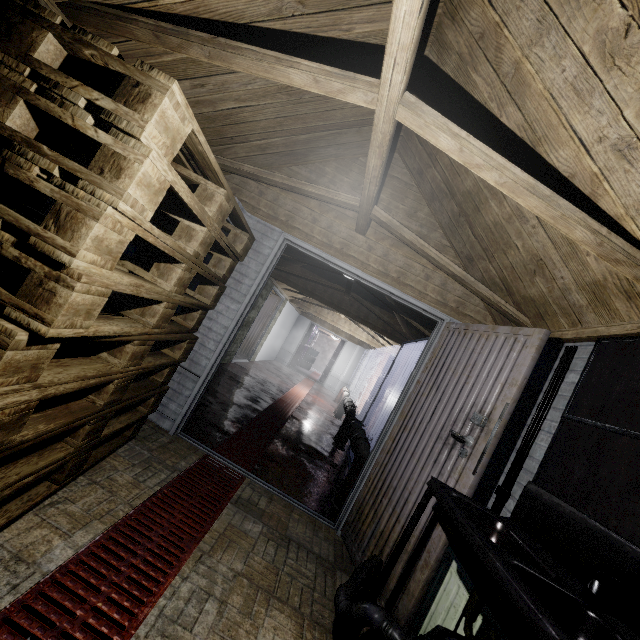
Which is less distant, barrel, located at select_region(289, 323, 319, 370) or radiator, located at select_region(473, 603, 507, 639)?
radiator, located at select_region(473, 603, 507, 639)

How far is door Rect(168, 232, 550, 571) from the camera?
1.8m

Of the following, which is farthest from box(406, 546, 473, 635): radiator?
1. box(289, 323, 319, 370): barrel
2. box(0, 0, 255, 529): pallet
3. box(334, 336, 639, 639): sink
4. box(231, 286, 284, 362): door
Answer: box(289, 323, 319, 370): barrel

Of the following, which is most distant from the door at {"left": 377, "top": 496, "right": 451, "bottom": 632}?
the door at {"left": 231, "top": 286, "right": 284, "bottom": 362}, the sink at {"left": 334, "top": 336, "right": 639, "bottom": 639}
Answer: the door at {"left": 231, "top": 286, "right": 284, "bottom": 362}

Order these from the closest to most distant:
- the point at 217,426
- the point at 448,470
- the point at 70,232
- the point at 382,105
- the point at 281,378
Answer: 1. the point at 70,232
2. the point at 382,105
3. the point at 448,470
4. the point at 217,426
5. the point at 281,378

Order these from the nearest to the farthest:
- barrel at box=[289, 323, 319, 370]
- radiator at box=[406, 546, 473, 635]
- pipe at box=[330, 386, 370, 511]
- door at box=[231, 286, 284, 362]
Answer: radiator at box=[406, 546, 473, 635] < pipe at box=[330, 386, 370, 511] < door at box=[231, 286, 284, 362] < barrel at box=[289, 323, 319, 370]

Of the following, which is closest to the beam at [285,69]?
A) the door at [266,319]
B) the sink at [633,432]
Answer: the sink at [633,432]

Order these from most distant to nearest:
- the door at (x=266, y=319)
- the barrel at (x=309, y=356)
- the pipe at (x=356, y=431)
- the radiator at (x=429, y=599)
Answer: the barrel at (x=309, y=356) → the door at (x=266, y=319) → the pipe at (x=356, y=431) → the radiator at (x=429, y=599)
